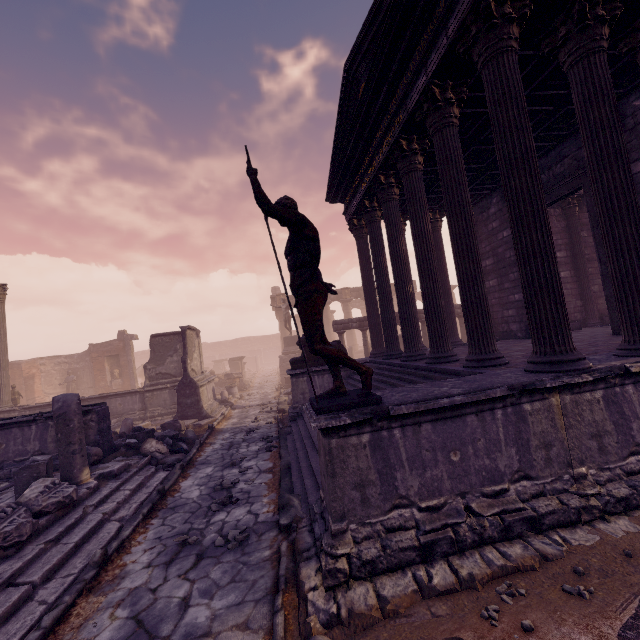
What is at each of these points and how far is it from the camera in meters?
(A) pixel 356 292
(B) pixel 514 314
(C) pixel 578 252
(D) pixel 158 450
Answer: (A) entablature, 32.8
(B) building, 10.6
(C) column, 11.9
(D) sculpture, 8.0

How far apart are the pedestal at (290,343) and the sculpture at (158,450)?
13.7 meters

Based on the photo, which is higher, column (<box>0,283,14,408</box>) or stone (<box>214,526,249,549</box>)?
column (<box>0,283,14,408</box>)

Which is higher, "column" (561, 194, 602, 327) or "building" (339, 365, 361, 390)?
"column" (561, 194, 602, 327)

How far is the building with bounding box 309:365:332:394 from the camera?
10.42m

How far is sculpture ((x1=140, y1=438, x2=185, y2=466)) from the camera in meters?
7.9 m

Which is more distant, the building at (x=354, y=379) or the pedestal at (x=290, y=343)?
the pedestal at (x=290, y=343)

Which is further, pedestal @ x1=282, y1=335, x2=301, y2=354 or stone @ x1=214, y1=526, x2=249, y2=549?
pedestal @ x1=282, y1=335, x2=301, y2=354
